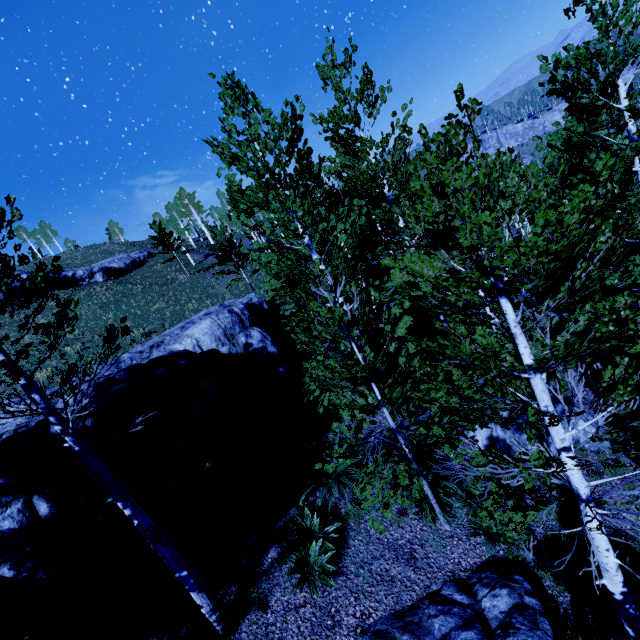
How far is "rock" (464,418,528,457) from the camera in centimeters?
845cm

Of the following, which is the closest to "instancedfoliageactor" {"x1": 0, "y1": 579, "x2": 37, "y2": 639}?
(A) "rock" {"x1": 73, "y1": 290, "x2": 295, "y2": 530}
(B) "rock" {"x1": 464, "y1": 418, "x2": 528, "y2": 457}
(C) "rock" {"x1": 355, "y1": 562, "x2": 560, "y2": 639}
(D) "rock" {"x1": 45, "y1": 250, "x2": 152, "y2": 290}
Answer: (A) "rock" {"x1": 73, "y1": 290, "x2": 295, "y2": 530}

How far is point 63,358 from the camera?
20.4m

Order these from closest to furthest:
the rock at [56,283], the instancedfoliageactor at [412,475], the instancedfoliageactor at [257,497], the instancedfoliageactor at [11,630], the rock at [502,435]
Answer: the instancedfoliageactor at [412,475], the instancedfoliageactor at [11,630], the instancedfoliageactor at [257,497], the rock at [502,435], the rock at [56,283]

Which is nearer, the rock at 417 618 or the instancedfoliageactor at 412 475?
the instancedfoliageactor at 412 475

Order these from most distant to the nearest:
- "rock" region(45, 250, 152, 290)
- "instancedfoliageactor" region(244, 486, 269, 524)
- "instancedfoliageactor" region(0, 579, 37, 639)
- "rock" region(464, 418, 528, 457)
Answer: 1. "rock" region(45, 250, 152, 290)
2. "rock" region(464, 418, 528, 457)
3. "instancedfoliageactor" region(244, 486, 269, 524)
4. "instancedfoliageactor" region(0, 579, 37, 639)

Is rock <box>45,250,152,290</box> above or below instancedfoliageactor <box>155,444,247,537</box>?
above

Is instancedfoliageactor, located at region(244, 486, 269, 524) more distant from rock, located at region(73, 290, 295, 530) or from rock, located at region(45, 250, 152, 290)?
rock, located at region(45, 250, 152, 290)
